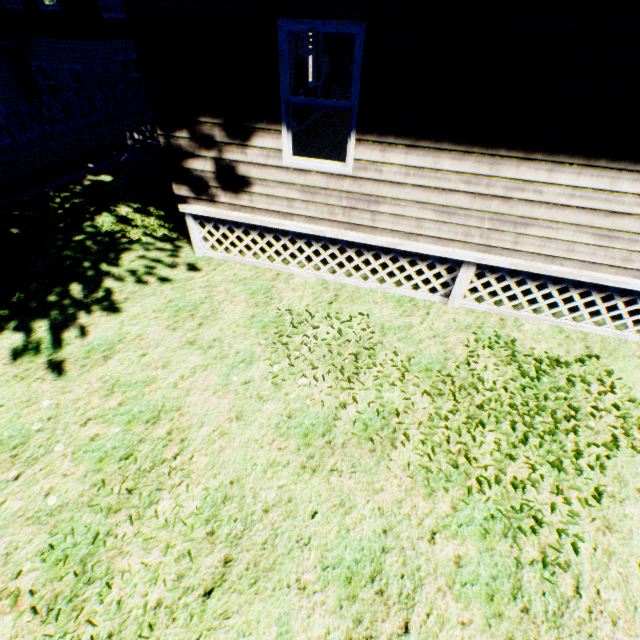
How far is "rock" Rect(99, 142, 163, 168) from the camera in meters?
10.0 m

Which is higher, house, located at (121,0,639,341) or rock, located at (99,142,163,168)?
house, located at (121,0,639,341)

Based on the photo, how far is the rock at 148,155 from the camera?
10.0m

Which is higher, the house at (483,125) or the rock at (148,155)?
the house at (483,125)

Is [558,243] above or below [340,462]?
above

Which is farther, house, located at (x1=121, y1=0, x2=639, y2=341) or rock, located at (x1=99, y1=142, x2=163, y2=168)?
rock, located at (x1=99, y1=142, x2=163, y2=168)
